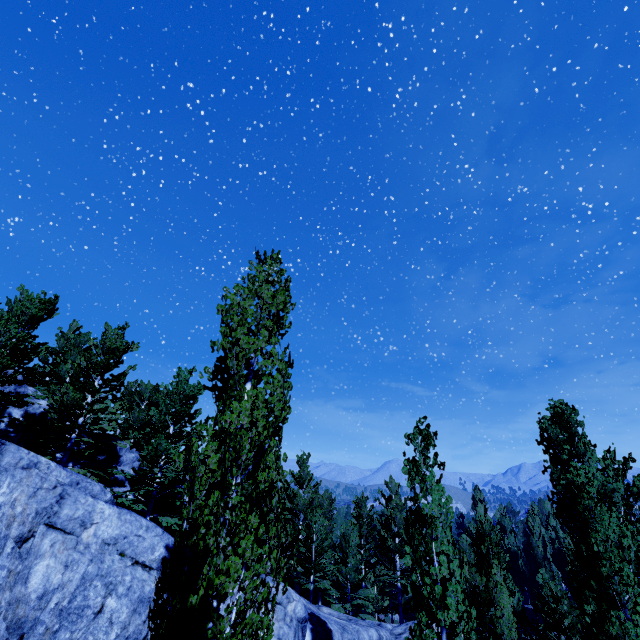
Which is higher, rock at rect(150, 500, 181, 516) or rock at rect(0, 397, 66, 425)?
rock at rect(0, 397, 66, 425)

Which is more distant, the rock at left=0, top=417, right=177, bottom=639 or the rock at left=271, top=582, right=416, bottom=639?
the rock at left=271, top=582, right=416, bottom=639

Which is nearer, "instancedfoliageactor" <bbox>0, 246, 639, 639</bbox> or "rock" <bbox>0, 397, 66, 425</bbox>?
"instancedfoliageactor" <bbox>0, 246, 639, 639</bbox>

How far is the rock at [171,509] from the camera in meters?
19.5

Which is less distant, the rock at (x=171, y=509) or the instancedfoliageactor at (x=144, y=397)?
the instancedfoliageactor at (x=144, y=397)

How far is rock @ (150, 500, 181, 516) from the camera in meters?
19.5 m

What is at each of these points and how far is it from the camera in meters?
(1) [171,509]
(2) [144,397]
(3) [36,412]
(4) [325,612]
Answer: (1) rock, 20.2 m
(2) instancedfoliageactor, 28.6 m
(3) rock, 17.7 m
(4) rock, 16.8 m
